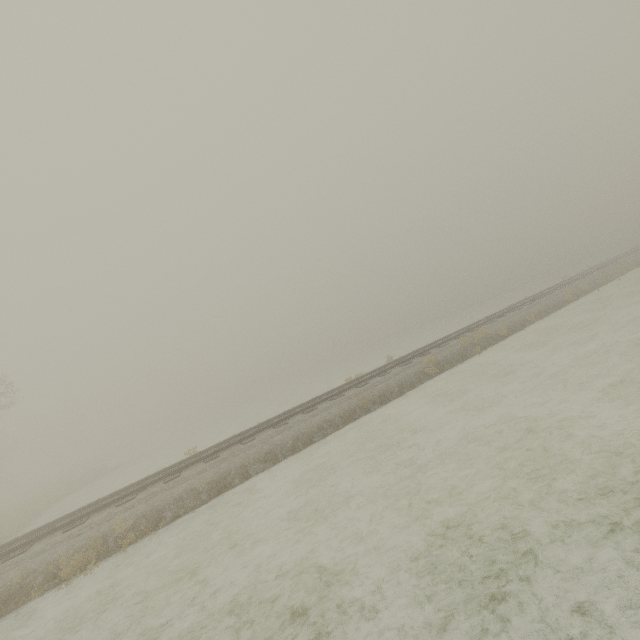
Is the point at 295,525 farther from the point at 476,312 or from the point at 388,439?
the point at 476,312
